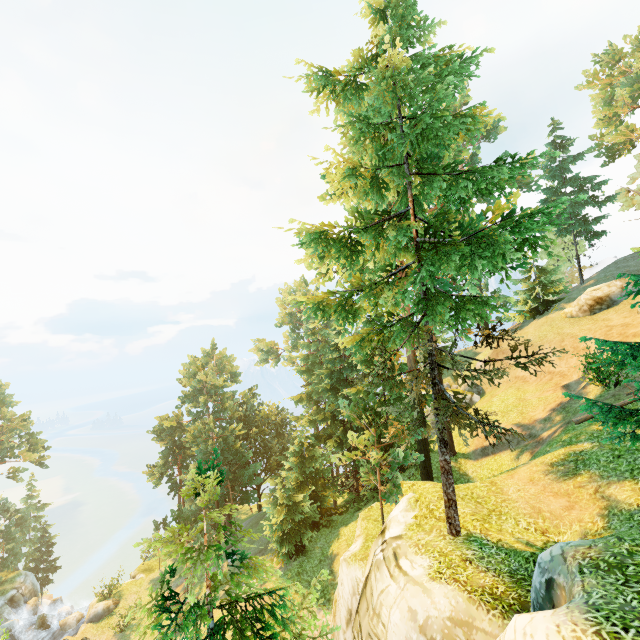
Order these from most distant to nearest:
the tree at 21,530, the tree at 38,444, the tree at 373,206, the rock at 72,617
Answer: the tree at 38,444, the tree at 21,530, the rock at 72,617, the tree at 373,206

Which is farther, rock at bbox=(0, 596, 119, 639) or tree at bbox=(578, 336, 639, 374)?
rock at bbox=(0, 596, 119, 639)

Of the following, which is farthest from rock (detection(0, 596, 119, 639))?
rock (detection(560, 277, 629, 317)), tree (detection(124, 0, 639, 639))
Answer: rock (detection(560, 277, 629, 317))

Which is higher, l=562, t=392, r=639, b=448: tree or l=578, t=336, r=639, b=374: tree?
l=578, t=336, r=639, b=374: tree

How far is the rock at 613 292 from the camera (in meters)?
27.42

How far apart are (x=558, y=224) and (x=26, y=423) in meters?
69.8 m
